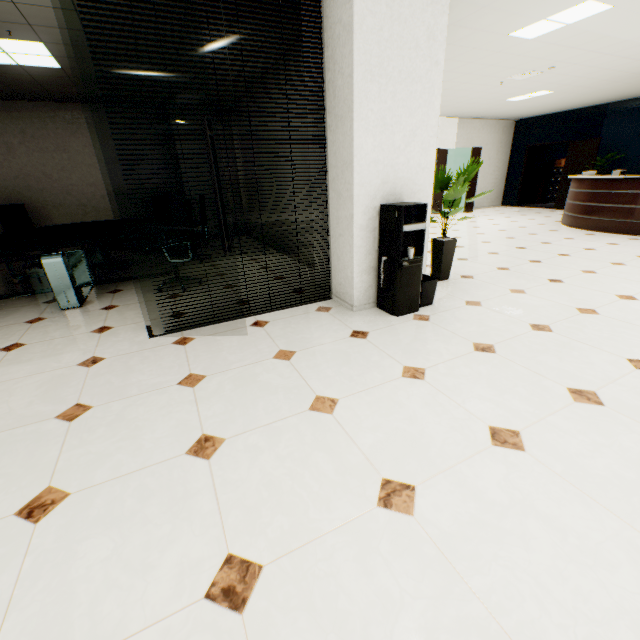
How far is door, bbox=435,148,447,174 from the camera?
10.73m

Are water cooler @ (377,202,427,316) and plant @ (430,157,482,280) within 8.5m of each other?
yes

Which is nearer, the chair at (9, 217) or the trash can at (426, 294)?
the trash can at (426, 294)

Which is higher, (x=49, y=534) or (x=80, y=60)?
(x=80, y=60)

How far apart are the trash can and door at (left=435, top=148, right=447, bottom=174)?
8.1m

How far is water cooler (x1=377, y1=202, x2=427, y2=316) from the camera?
3.0 meters

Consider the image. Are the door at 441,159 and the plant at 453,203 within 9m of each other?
yes

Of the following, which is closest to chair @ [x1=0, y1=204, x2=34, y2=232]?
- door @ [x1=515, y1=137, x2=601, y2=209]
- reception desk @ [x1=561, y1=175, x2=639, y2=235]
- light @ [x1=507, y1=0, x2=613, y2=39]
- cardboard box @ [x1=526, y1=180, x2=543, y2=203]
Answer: light @ [x1=507, y1=0, x2=613, y2=39]
